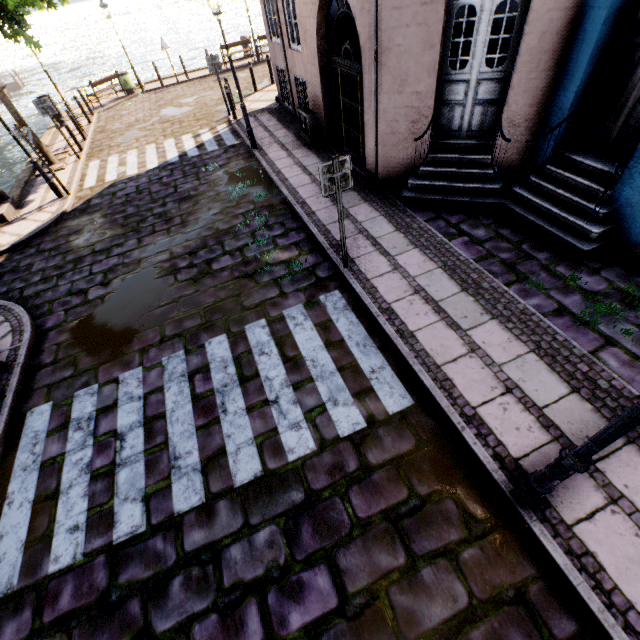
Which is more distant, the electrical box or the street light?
the electrical box

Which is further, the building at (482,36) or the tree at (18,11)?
the tree at (18,11)

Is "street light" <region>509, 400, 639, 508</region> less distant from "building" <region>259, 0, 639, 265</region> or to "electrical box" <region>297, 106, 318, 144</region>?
"building" <region>259, 0, 639, 265</region>

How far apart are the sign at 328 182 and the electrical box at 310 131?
5.9 meters

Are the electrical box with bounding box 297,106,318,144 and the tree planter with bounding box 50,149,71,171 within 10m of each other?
yes

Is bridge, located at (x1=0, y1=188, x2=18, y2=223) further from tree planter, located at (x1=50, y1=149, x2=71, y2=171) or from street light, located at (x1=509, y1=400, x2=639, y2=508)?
street light, located at (x1=509, y1=400, x2=639, y2=508)

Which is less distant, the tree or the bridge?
the tree

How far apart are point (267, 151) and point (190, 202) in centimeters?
310cm
